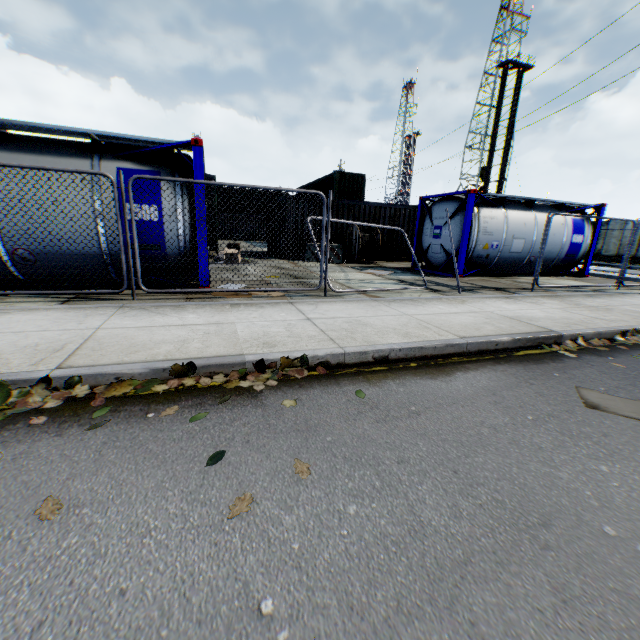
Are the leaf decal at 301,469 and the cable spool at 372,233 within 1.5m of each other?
no

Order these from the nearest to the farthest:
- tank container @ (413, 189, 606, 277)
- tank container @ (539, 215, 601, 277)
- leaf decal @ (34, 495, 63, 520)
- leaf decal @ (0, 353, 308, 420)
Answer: leaf decal @ (34, 495, 63, 520) < leaf decal @ (0, 353, 308, 420) < tank container @ (413, 189, 606, 277) < tank container @ (539, 215, 601, 277)

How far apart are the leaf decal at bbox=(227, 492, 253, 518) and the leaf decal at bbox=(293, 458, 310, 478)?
0.3m

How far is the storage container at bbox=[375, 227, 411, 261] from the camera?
17.2 meters

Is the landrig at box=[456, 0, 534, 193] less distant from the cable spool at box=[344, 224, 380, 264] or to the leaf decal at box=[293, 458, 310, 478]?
the cable spool at box=[344, 224, 380, 264]

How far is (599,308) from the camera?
7.23m

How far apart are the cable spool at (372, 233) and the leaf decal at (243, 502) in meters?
13.6 m

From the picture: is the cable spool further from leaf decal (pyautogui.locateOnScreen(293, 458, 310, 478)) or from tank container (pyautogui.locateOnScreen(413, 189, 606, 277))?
leaf decal (pyautogui.locateOnScreen(293, 458, 310, 478))
